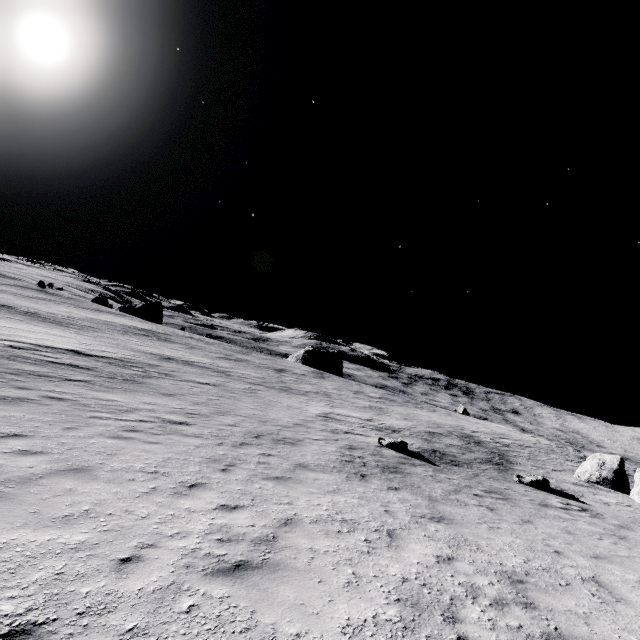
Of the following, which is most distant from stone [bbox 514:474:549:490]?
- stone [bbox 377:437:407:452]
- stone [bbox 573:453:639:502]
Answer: stone [bbox 573:453:639:502]

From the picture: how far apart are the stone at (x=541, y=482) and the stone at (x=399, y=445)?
5.5m

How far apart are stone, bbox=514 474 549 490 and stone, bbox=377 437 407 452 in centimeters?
550cm

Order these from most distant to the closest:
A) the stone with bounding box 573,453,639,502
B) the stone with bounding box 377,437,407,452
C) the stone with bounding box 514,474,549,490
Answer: the stone with bounding box 573,453,639,502 < the stone with bounding box 377,437,407,452 < the stone with bounding box 514,474,549,490

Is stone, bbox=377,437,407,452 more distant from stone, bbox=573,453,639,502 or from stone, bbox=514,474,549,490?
stone, bbox=573,453,639,502

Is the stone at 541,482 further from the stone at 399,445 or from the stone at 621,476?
the stone at 621,476

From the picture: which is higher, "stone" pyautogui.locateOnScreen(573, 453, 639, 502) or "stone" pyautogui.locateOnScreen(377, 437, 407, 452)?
"stone" pyautogui.locateOnScreen(573, 453, 639, 502)

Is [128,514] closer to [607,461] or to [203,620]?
[203,620]
